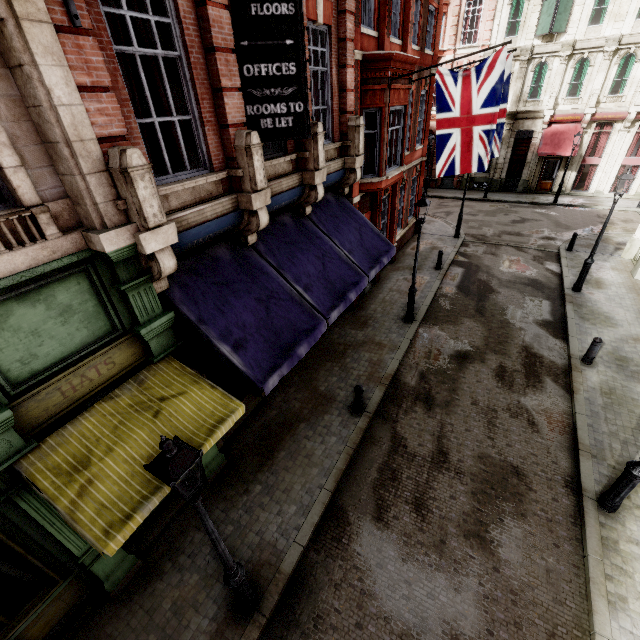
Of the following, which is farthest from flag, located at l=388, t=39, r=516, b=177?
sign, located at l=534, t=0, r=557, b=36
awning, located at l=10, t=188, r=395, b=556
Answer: sign, located at l=534, t=0, r=557, b=36

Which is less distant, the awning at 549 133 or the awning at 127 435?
the awning at 127 435

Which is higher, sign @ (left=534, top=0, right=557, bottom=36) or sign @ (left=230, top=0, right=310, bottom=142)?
sign @ (left=534, top=0, right=557, bottom=36)

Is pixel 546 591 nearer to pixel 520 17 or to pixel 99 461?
pixel 99 461

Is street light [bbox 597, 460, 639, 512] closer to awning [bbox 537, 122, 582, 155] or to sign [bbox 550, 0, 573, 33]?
awning [bbox 537, 122, 582, 155]

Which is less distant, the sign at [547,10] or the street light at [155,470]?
the street light at [155,470]

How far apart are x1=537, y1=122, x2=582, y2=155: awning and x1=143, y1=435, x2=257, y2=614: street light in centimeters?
3104cm

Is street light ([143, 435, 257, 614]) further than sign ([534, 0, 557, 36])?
No
